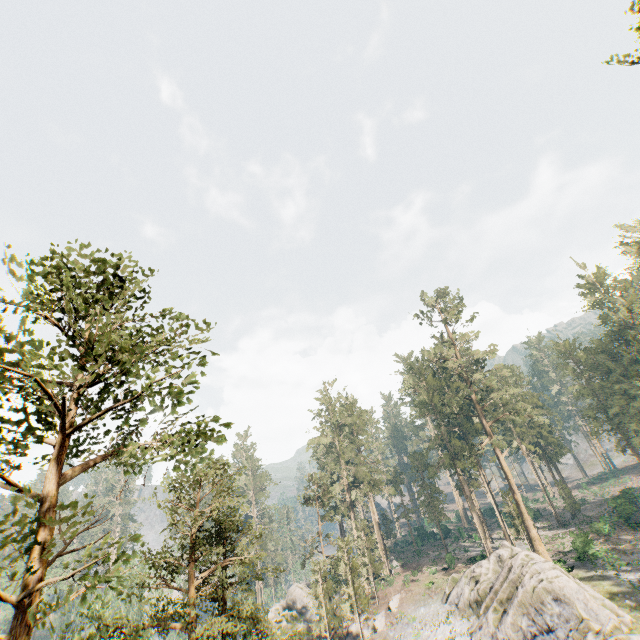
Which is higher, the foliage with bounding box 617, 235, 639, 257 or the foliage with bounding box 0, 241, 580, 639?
the foliage with bounding box 617, 235, 639, 257

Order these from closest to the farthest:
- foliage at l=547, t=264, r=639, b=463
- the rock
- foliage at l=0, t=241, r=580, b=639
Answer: foliage at l=0, t=241, r=580, b=639, the rock, foliage at l=547, t=264, r=639, b=463

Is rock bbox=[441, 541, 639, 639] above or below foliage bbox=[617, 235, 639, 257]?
below

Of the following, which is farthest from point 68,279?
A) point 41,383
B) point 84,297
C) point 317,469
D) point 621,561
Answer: point 317,469

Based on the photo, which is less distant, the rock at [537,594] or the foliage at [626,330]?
the rock at [537,594]
